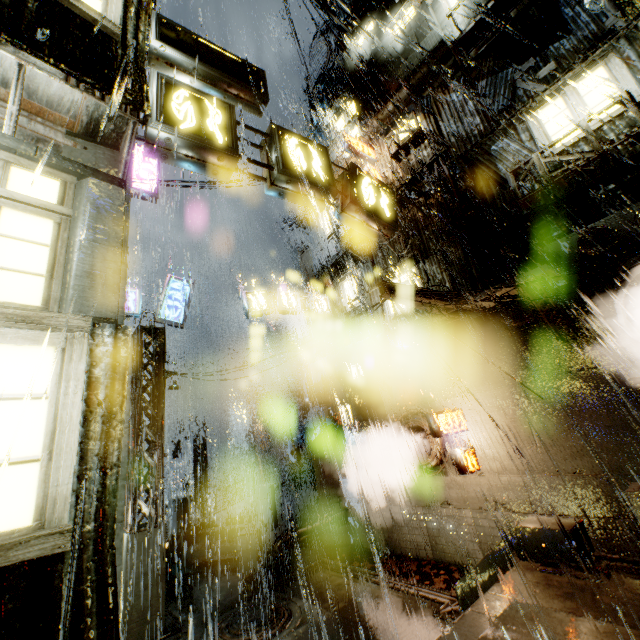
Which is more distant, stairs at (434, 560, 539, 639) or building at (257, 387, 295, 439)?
building at (257, 387, 295, 439)

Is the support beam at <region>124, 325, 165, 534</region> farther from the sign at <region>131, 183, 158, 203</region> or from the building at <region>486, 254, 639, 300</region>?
the sign at <region>131, 183, 158, 203</region>

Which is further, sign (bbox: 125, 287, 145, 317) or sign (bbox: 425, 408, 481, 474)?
sign (bbox: 125, 287, 145, 317)

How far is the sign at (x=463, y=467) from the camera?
10.9m

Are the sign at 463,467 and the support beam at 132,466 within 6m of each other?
no

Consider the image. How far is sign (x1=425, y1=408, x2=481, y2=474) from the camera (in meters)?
10.91

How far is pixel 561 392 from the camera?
10.1 meters

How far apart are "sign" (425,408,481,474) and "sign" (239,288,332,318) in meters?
9.1 m
